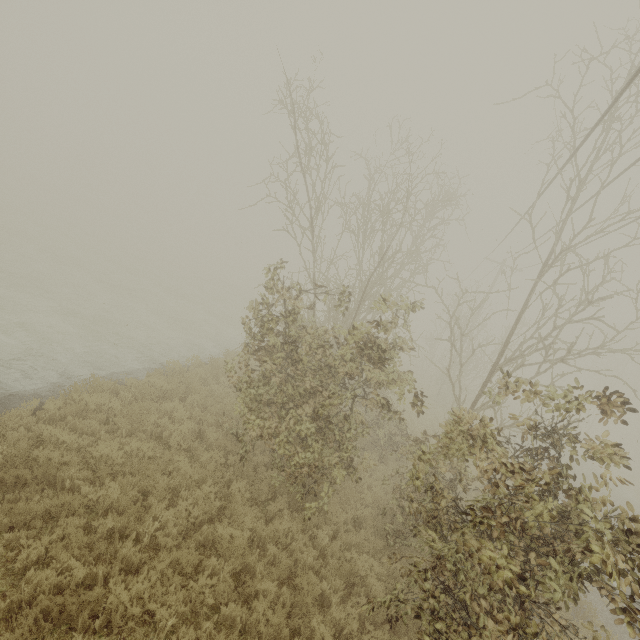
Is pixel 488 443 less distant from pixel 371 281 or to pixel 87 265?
pixel 371 281
